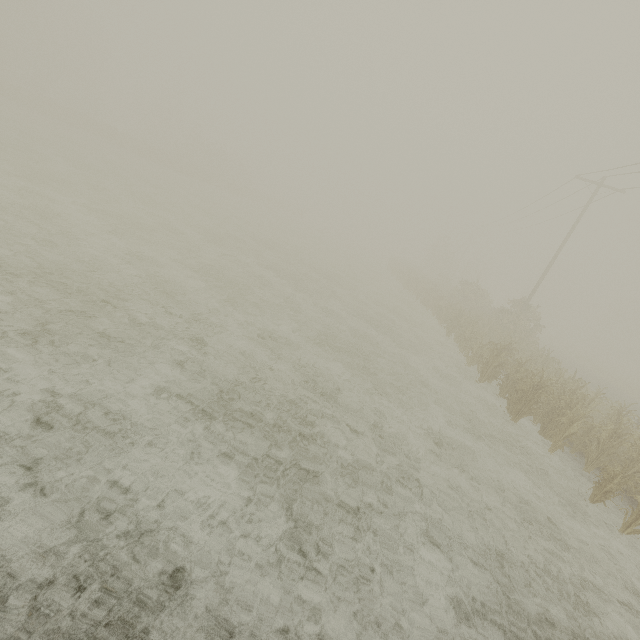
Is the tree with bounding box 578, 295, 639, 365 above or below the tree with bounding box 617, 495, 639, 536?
above

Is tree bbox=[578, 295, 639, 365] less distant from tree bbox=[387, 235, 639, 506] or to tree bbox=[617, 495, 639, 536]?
tree bbox=[617, 495, 639, 536]

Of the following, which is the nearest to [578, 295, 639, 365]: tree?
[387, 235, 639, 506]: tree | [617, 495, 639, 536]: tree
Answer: [617, 495, 639, 536]: tree

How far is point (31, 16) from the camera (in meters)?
41.84

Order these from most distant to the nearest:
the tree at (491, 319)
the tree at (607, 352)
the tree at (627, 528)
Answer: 1. the tree at (607, 352)
2. the tree at (491, 319)
3. the tree at (627, 528)

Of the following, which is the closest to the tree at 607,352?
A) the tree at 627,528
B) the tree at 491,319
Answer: the tree at 627,528

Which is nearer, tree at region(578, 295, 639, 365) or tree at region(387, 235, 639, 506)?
tree at region(387, 235, 639, 506)

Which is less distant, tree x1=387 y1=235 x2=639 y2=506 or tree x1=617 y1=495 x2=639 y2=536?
tree x1=617 y1=495 x2=639 y2=536
